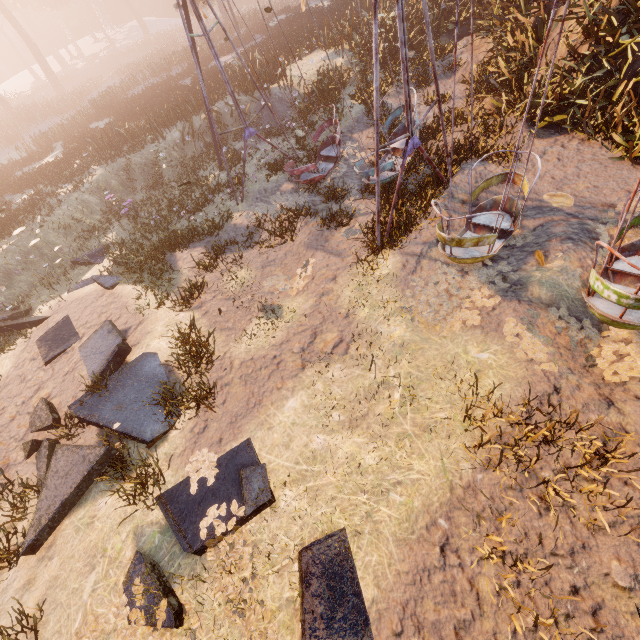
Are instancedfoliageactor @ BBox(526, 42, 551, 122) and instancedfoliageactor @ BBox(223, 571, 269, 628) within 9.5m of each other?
no

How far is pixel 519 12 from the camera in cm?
1093

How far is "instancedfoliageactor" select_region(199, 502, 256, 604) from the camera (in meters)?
4.04

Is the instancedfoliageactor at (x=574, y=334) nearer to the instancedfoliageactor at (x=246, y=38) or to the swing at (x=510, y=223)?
the swing at (x=510, y=223)

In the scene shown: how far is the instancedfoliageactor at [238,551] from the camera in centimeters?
→ 404cm

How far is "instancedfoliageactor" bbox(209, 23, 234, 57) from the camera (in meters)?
27.44

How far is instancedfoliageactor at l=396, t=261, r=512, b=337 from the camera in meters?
5.9 m

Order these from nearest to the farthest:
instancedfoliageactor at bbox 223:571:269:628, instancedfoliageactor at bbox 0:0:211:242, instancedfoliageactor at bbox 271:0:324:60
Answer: instancedfoliageactor at bbox 223:571:269:628
instancedfoliageactor at bbox 0:0:211:242
instancedfoliageactor at bbox 271:0:324:60
